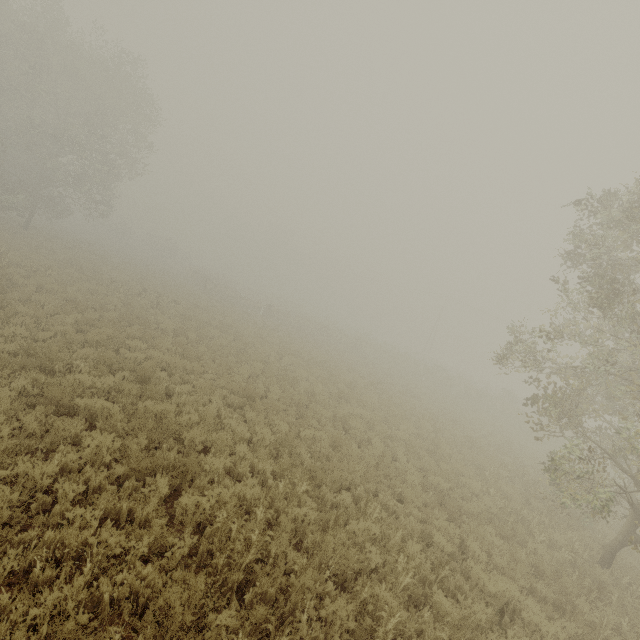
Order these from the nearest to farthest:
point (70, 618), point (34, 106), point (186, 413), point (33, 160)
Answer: point (70, 618) → point (186, 413) → point (33, 160) → point (34, 106)

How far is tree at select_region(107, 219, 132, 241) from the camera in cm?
5559

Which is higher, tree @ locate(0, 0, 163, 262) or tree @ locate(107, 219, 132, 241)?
tree @ locate(0, 0, 163, 262)

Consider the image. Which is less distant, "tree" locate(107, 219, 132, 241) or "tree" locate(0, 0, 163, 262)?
"tree" locate(0, 0, 163, 262)

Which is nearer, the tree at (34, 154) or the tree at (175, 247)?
the tree at (34, 154)
